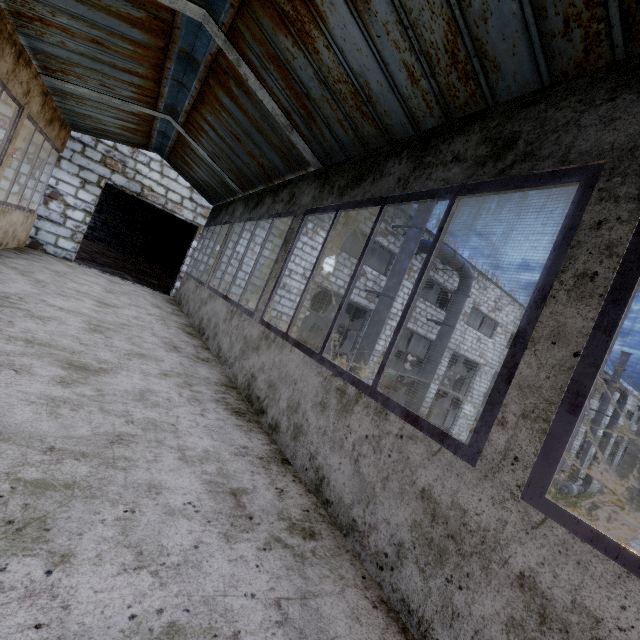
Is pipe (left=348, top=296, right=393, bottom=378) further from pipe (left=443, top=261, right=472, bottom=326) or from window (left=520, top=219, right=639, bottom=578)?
window (left=520, top=219, right=639, bottom=578)

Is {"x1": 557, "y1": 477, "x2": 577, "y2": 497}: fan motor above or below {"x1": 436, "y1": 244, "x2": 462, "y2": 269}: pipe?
below

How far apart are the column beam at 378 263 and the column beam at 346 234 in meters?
4.0 m

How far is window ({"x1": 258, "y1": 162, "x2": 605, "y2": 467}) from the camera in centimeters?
150cm

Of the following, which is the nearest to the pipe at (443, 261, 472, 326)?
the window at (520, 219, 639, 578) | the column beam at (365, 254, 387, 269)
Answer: the column beam at (365, 254, 387, 269)

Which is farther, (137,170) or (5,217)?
(137,170)

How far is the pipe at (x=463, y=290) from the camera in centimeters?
1385cm

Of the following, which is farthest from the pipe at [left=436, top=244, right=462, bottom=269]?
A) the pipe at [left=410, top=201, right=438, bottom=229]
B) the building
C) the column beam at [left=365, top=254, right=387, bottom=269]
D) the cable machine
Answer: the cable machine
